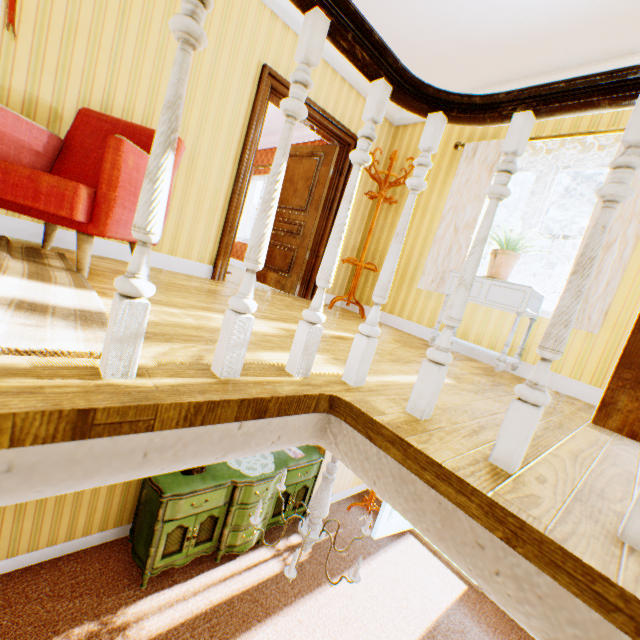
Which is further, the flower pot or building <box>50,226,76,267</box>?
the flower pot

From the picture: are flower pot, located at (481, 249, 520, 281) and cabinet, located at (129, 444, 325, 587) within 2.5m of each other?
no

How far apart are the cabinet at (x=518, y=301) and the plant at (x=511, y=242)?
0.32m

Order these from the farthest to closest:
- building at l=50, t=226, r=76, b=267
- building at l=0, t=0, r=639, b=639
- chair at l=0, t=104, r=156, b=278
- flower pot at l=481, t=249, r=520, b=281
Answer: flower pot at l=481, t=249, r=520, b=281 < building at l=50, t=226, r=76, b=267 < chair at l=0, t=104, r=156, b=278 < building at l=0, t=0, r=639, b=639

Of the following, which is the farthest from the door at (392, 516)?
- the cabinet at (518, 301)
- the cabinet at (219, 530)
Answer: the cabinet at (518, 301)

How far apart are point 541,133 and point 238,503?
5.7 meters

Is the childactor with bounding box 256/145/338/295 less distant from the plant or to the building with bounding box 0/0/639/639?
the building with bounding box 0/0/639/639

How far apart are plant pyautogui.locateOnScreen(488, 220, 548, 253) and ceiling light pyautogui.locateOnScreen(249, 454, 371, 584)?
2.4 meters
